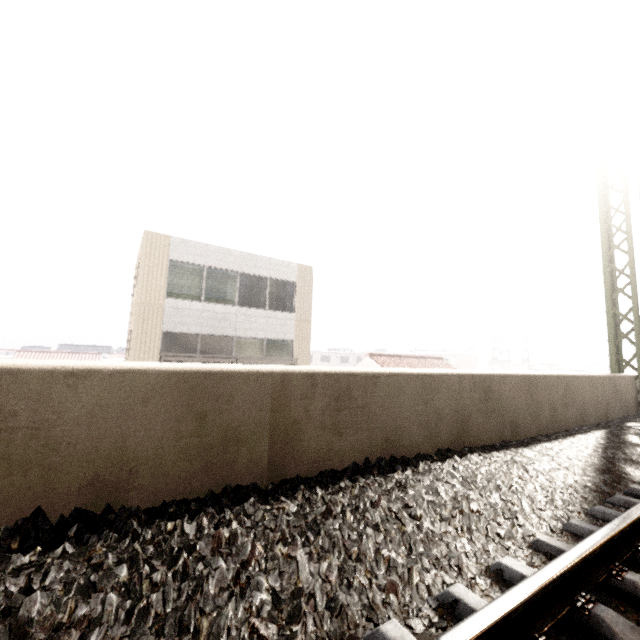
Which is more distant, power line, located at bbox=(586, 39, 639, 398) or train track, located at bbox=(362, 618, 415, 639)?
power line, located at bbox=(586, 39, 639, 398)

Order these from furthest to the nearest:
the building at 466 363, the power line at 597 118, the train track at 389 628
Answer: the building at 466 363 → the power line at 597 118 → the train track at 389 628

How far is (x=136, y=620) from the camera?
1.3 meters

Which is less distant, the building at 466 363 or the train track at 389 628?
the train track at 389 628

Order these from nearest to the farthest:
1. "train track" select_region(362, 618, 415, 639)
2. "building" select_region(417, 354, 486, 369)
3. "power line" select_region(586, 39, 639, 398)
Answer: "train track" select_region(362, 618, 415, 639) < "power line" select_region(586, 39, 639, 398) < "building" select_region(417, 354, 486, 369)

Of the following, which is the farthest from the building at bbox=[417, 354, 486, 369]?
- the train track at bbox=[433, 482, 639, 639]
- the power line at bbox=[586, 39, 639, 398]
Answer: the train track at bbox=[433, 482, 639, 639]

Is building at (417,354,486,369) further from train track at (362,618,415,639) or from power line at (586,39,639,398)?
train track at (362,618,415,639)

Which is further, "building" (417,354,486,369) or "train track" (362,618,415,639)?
"building" (417,354,486,369)
